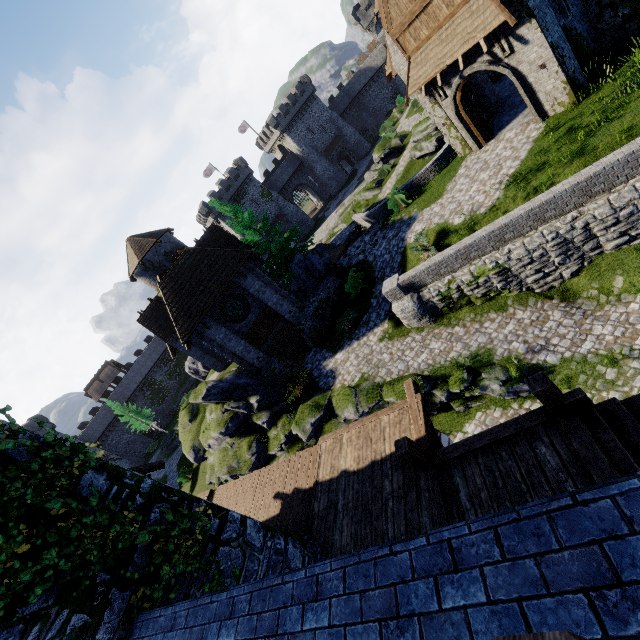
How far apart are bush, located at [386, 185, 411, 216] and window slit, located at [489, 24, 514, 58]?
7.86m

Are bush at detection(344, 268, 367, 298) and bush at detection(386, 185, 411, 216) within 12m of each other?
yes

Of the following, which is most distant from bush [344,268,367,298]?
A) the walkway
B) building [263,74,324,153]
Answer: building [263,74,324,153]

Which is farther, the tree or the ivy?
the tree

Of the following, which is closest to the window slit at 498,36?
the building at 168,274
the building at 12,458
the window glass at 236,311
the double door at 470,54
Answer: the double door at 470,54

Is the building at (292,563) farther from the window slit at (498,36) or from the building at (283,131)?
the building at (283,131)

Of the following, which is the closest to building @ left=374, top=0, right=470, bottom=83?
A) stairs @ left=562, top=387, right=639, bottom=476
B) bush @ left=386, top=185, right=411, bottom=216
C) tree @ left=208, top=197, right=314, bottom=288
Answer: bush @ left=386, top=185, right=411, bottom=216

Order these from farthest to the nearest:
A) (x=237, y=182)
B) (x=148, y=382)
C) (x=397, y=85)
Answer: (x=397, y=85) → (x=148, y=382) → (x=237, y=182)
